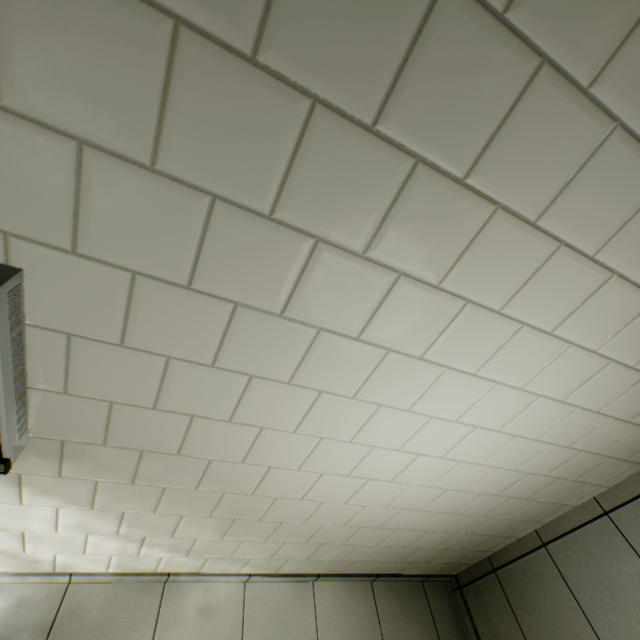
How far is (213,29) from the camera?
0.5 meters
